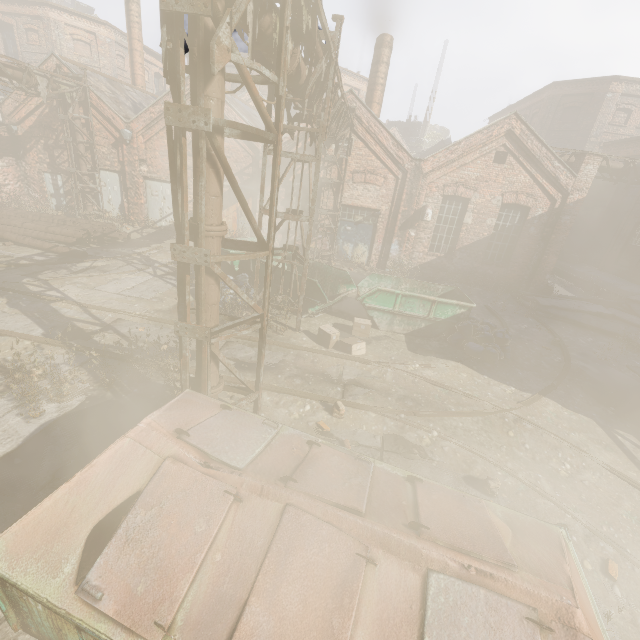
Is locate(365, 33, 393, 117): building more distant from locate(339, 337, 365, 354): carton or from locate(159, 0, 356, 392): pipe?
locate(339, 337, 365, 354): carton

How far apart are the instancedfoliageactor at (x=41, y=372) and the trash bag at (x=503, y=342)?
9.6 meters

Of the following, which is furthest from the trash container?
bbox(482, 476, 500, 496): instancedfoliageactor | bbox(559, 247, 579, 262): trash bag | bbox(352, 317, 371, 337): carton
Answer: bbox(559, 247, 579, 262): trash bag

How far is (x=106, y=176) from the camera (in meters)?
16.81

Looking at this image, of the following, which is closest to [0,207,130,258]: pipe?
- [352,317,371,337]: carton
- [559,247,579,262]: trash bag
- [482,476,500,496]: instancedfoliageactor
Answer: [352,317,371,337]: carton

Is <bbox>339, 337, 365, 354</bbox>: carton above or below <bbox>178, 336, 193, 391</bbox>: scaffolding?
below

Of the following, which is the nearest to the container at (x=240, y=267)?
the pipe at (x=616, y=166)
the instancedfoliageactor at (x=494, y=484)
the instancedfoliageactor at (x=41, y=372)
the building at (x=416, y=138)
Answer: the instancedfoliageactor at (x=494, y=484)

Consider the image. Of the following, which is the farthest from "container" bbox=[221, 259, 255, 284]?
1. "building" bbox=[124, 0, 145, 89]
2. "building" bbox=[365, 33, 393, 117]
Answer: "building" bbox=[124, 0, 145, 89]
